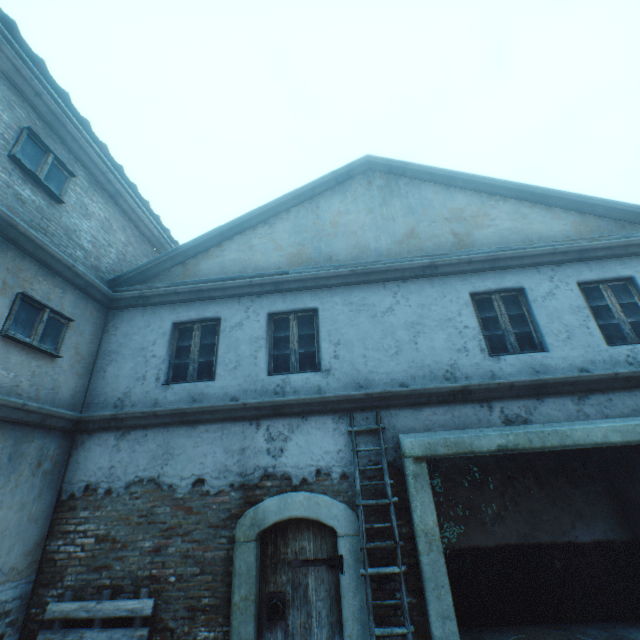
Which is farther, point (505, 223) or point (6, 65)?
point (505, 223)

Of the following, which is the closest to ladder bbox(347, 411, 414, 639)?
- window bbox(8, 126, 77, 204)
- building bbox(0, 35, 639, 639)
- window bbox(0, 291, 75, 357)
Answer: building bbox(0, 35, 639, 639)

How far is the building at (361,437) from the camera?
5.2m

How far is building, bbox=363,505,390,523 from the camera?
4.7m

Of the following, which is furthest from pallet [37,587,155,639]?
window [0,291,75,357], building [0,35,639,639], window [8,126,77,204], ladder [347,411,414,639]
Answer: window [8,126,77,204]

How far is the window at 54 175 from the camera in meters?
5.2

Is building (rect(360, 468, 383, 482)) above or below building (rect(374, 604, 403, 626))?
above

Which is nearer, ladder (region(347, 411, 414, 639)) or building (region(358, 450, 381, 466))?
ladder (region(347, 411, 414, 639))
